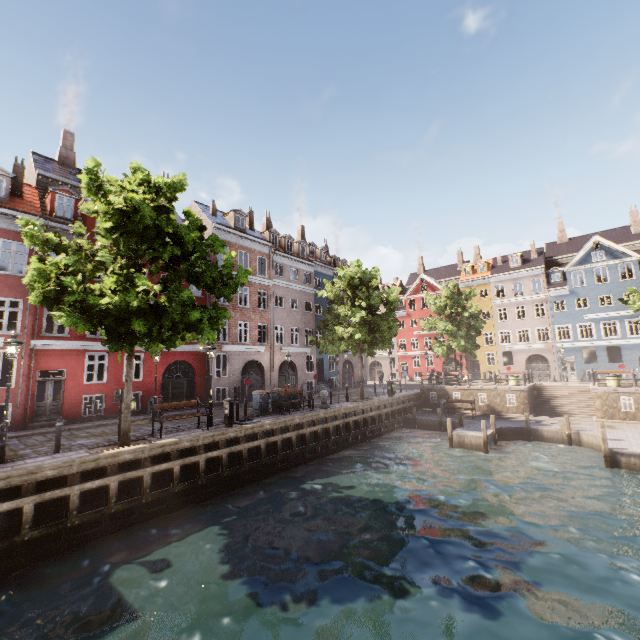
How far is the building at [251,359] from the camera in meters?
25.5

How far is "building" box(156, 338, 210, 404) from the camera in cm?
2162

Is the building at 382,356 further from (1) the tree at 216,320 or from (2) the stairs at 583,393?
(2) the stairs at 583,393

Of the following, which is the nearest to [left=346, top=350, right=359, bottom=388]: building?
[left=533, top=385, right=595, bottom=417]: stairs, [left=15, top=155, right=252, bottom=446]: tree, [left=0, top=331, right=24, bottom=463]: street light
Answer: [left=0, top=331, right=24, bottom=463]: street light

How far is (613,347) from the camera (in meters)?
41.75

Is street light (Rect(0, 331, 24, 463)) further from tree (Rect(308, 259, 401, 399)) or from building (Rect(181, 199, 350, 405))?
building (Rect(181, 199, 350, 405))
